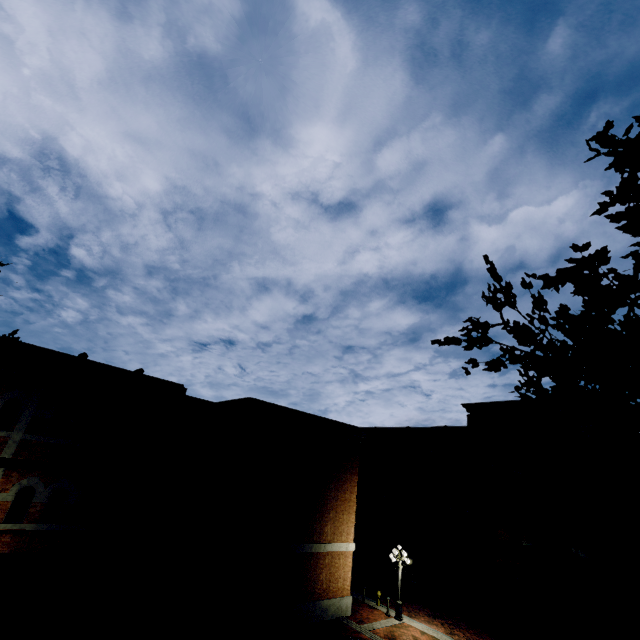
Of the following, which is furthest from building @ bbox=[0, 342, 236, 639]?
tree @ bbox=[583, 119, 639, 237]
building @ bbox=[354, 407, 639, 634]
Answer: building @ bbox=[354, 407, 639, 634]

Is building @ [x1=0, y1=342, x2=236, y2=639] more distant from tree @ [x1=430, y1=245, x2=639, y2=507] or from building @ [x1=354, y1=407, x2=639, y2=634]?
building @ [x1=354, y1=407, x2=639, y2=634]

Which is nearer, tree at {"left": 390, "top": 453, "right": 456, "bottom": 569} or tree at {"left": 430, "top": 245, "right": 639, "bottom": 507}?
tree at {"left": 430, "top": 245, "right": 639, "bottom": 507}

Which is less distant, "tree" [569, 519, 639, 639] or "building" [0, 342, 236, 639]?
"tree" [569, 519, 639, 639]

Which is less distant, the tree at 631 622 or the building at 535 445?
the tree at 631 622

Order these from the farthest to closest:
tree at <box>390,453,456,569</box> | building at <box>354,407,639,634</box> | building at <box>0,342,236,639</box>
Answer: tree at <box>390,453,456,569</box>, building at <box>354,407,639,634</box>, building at <box>0,342,236,639</box>

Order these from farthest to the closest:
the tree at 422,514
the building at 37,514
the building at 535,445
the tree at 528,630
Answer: the tree at 422,514 → the building at 535,445 → the building at 37,514 → the tree at 528,630

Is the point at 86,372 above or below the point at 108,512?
above
